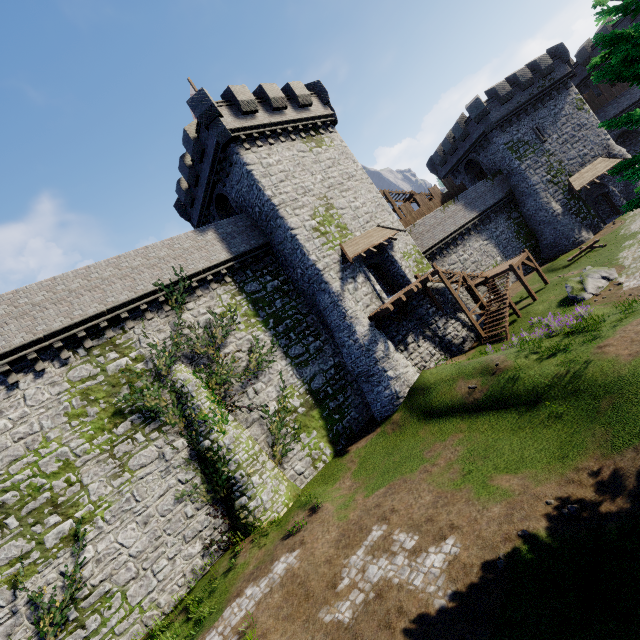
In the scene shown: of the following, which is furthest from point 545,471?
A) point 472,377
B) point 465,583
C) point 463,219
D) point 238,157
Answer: point 463,219

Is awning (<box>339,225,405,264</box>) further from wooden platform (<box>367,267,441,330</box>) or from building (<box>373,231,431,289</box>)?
wooden platform (<box>367,267,441,330</box>)

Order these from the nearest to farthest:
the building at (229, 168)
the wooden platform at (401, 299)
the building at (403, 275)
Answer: the wooden platform at (401, 299)
the building at (229, 168)
the building at (403, 275)

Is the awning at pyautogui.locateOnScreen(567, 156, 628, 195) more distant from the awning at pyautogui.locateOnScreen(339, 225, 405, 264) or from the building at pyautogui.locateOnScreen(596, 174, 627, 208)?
the awning at pyautogui.locateOnScreen(339, 225, 405, 264)

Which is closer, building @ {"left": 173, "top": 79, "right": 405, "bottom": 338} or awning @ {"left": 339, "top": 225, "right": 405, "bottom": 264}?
building @ {"left": 173, "top": 79, "right": 405, "bottom": 338}

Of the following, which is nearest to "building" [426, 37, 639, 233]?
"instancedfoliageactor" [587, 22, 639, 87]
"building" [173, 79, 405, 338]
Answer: "building" [173, 79, 405, 338]

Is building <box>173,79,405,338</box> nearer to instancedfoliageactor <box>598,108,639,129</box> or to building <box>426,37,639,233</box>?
instancedfoliageactor <box>598,108,639,129</box>

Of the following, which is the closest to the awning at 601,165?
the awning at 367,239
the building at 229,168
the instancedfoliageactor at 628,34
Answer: the building at 229,168
